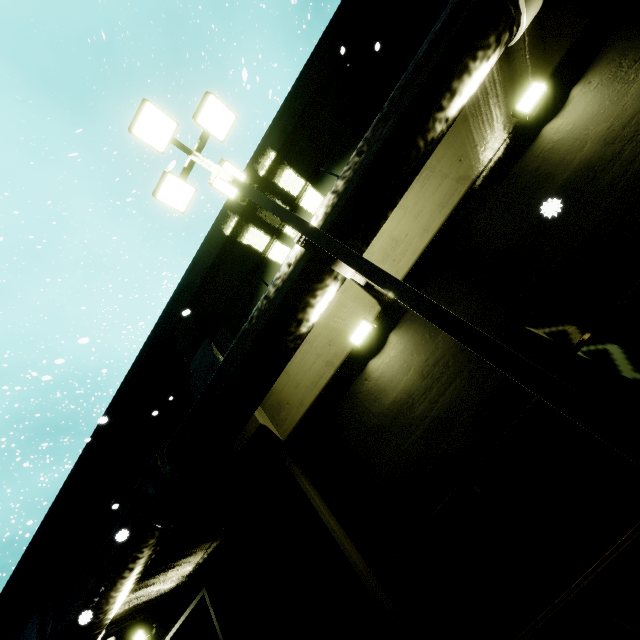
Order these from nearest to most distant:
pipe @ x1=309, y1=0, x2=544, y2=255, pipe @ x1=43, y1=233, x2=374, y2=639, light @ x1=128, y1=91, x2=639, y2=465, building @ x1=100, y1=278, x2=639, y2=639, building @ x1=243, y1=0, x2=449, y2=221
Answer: light @ x1=128, y1=91, x2=639, y2=465 → building @ x1=100, y1=278, x2=639, y2=639 → pipe @ x1=309, y1=0, x2=544, y2=255 → pipe @ x1=43, y1=233, x2=374, y2=639 → building @ x1=243, y1=0, x2=449, y2=221

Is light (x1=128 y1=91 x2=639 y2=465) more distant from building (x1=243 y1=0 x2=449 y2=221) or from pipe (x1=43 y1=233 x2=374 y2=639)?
building (x1=243 y1=0 x2=449 y2=221)

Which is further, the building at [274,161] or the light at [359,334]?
the building at [274,161]

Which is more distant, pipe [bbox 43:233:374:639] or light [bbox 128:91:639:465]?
pipe [bbox 43:233:374:639]

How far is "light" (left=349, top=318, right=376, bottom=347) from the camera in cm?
A: 559

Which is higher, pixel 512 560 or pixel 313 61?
pixel 313 61

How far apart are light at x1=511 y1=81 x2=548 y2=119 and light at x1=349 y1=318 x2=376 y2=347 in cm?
394

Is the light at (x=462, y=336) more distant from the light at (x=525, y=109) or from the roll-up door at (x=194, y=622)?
the roll-up door at (x=194, y=622)
